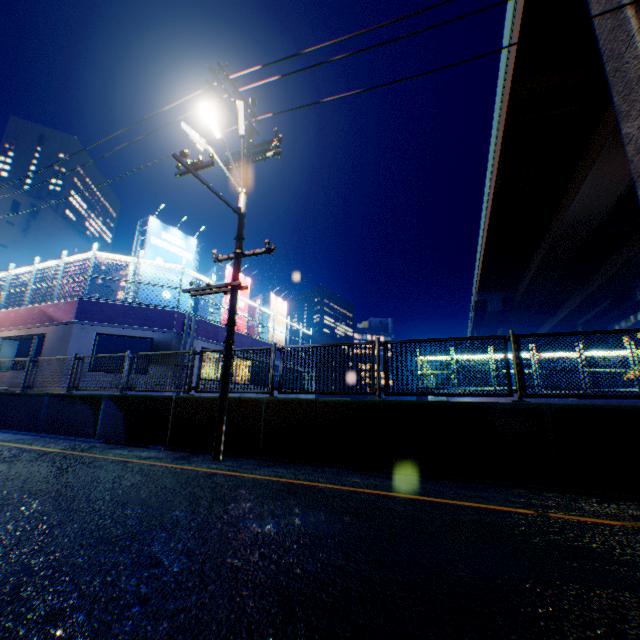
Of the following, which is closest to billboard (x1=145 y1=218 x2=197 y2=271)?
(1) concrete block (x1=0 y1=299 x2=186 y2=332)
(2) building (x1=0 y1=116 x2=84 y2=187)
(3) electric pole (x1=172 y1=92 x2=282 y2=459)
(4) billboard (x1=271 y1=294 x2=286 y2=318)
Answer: (1) concrete block (x1=0 y1=299 x2=186 y2=332)

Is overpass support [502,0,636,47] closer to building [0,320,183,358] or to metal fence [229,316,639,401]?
metal fence [229,316,639,401]

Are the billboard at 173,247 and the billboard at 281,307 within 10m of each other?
yes

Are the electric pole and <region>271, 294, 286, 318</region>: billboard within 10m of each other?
no

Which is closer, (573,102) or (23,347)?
(573,102)

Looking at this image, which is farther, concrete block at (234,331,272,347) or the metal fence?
concrete block at (234,331,272,347)

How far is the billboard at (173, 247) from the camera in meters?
15.8 m

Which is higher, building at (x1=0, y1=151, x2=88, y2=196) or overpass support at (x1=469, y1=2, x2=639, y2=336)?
building at (x1=0, y1=151, x2=88, y2=196)
